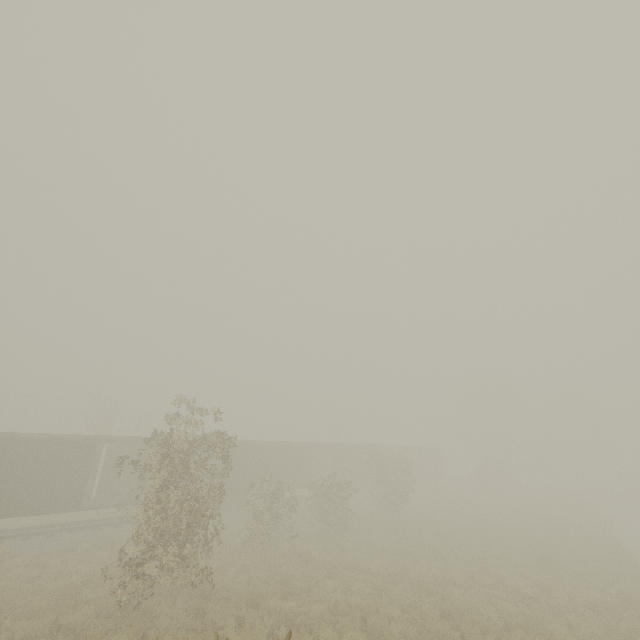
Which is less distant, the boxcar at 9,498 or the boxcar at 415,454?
the boxcar at 9,498

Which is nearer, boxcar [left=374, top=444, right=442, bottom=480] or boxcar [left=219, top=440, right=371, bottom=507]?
boxcar [left=219, top=440, right=371, bottom=507]

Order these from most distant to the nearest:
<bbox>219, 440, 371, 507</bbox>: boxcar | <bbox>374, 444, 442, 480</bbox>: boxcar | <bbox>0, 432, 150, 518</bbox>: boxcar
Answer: <bbox>374, 444, 442, 480</bbox>: boxcar → <bbox>219, 440, 371, 507</bbox>: boxcar → <bbox>0, 432, 150, 518</bbox>: boxcar

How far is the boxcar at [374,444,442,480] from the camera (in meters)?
39.22

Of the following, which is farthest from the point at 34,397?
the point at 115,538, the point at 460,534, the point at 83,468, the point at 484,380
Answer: the point at 484,380
